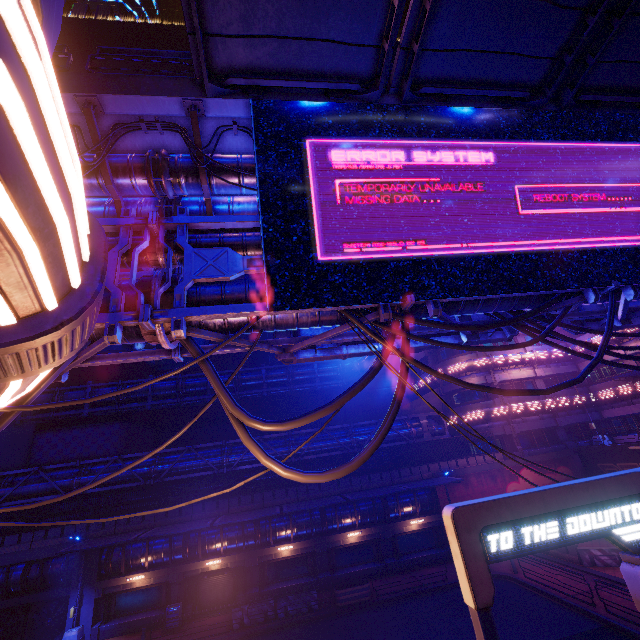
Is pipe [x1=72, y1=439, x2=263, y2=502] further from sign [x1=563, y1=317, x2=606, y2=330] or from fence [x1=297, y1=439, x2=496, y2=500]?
sign [x1=563, y1=317, x2=606, y2=330]

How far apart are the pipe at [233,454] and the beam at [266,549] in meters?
5.4

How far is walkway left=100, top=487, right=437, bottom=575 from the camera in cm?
2214

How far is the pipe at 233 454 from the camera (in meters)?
22.66

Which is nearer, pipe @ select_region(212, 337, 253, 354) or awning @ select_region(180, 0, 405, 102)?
awning @ select_region(180, 0, 405, 102)

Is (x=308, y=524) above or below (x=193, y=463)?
below

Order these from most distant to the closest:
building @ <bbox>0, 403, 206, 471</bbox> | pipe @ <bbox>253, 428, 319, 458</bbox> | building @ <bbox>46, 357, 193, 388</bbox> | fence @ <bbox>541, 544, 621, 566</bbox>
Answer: building @ <bbox>46, 357, 193, 388</bbox>
building @ <bbox>0, 403, 206, 471</bbox>
pipe @ <bbox>253, 428, 319, 458</bbox>
fence @ <bbox>541, 544, 621, 566</bbox>

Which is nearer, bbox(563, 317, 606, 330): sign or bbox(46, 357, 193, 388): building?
bbox(563, 317, 606, 330): sign
